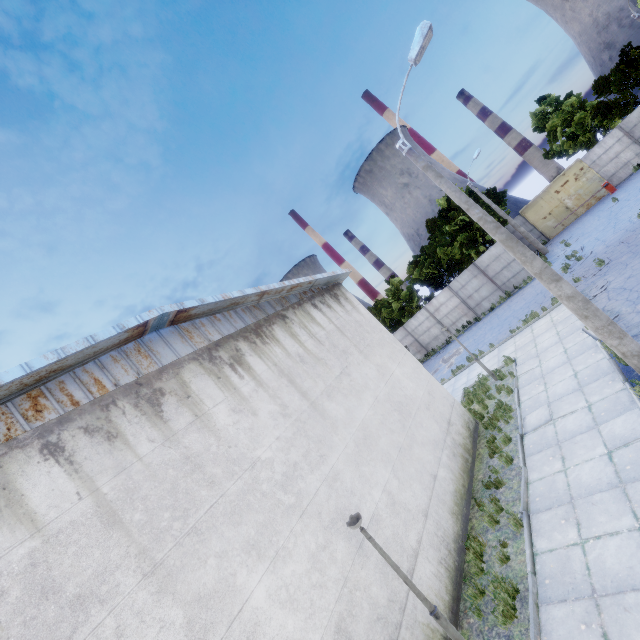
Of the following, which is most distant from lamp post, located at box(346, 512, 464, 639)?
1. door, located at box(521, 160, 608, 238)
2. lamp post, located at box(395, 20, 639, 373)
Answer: door, located at box(521, 160, 608, 238)

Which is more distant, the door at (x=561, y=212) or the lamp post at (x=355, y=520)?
the door at (x=561, y=212)

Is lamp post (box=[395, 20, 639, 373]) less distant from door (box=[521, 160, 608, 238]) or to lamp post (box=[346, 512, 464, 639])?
lamp post (box=[346, 512, 464, 639])

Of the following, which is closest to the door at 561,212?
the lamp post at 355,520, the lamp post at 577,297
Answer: the lamp post at 577,297

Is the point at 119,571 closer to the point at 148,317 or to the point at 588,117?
the point at 148,317

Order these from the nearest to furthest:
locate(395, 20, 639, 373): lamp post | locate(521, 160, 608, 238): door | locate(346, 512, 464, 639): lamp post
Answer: locate(346, 512, 464, 639): lamp post < locate(395, 20, 639, 373): lamp post < locate(521, 160, 608, 238): door

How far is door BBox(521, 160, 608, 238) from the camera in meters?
27.7 m
